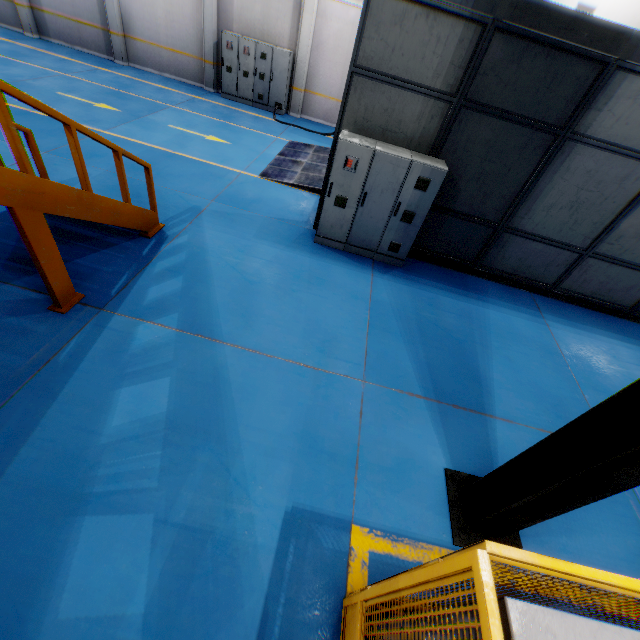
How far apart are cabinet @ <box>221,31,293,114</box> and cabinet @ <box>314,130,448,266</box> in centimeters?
951cm

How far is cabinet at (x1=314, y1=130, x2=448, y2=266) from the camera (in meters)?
5.88

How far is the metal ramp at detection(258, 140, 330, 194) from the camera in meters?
9.1 m

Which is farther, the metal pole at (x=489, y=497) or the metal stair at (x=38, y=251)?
the metal stair at (x=38, y=251)

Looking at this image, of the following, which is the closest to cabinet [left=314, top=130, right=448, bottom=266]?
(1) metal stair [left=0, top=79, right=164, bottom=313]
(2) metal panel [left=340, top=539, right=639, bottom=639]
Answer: (1) metal stair [left=0, top=79, right=164, bottom=313]

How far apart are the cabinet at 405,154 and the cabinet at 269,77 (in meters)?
9.51

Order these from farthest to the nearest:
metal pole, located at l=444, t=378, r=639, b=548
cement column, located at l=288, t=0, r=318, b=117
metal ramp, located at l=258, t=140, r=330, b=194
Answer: cement column, located at l=288, t=0, r=318, b=117 → metal ramp, located at l=258, t=140, r=330, b=194 → metal pole, located at l=444, t=378, r=639, b=548

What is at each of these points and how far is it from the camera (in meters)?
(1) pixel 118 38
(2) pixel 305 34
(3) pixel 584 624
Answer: (1) cement column, 13.59
(2) cement column, 12.52
(3) cabinet, 1.37
